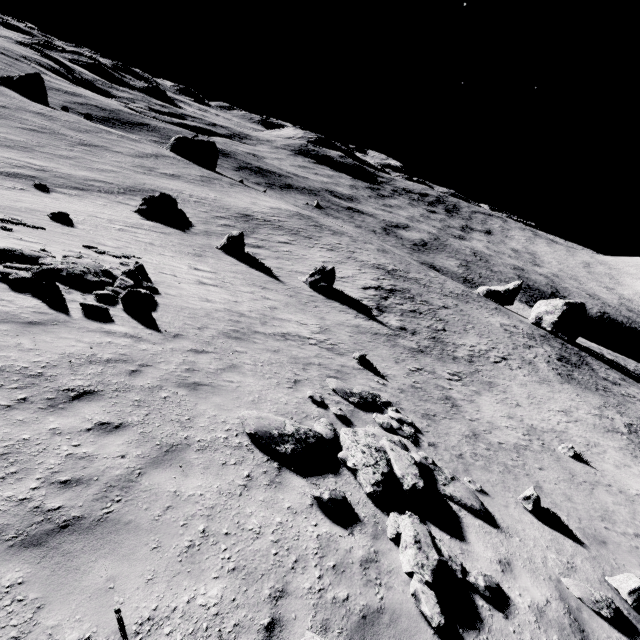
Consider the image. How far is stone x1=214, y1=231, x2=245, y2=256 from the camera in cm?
2845

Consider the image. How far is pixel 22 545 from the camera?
3.7m

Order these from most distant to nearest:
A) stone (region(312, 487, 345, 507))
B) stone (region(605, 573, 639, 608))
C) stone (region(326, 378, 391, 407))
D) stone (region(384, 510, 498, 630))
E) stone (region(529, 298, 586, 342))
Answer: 1. stone (region(529, 298, 586, 342))
2. stone (region(326, 378, 391, 407))
3. stone (region(605, 573, 639, 608))
4. stone (region(312, 487, 345, 507))
5. stone (region(384, 510, 498, 630))

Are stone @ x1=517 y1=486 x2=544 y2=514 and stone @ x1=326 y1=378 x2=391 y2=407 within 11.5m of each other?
yes

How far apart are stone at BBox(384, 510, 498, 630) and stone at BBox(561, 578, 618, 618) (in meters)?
3.18

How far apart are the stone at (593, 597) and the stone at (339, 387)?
6.2m

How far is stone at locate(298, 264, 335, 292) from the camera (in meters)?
27.22

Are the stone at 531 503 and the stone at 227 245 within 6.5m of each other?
no
